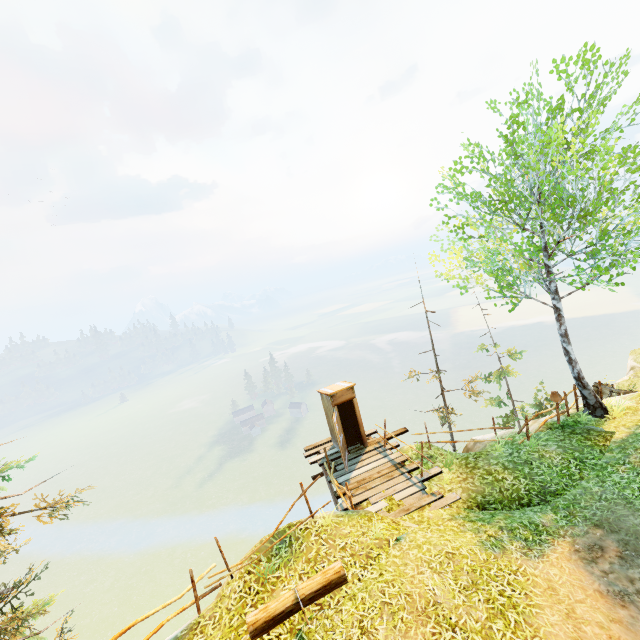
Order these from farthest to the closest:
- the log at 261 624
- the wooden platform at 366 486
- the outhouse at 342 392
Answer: the outhouse at 342 392, the wooden platform at 366 486, the log at 261 624

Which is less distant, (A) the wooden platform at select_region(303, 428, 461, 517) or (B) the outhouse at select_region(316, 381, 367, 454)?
(A) the wooden platform at select_region(303, 428, 461, 517)

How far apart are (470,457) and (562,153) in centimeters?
1023cm

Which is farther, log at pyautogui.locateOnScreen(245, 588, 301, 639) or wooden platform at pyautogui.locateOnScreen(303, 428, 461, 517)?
wooden platform at pyautogui.locateOnScreen(303, 428, 461, 517)

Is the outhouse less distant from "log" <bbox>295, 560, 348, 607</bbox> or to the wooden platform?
the wooden platform

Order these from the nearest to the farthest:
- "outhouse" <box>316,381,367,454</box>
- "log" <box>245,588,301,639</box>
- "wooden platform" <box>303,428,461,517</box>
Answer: "log" <box>245,588,301,639</box> → "wooden platform" <box>303,428,461,517</box> → "outhouse" <box>316,381,367,454</box>

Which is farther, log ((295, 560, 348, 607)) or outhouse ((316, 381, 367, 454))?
outhouse ((316, 381, 367, 454))

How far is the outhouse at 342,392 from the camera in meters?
12.5 m
